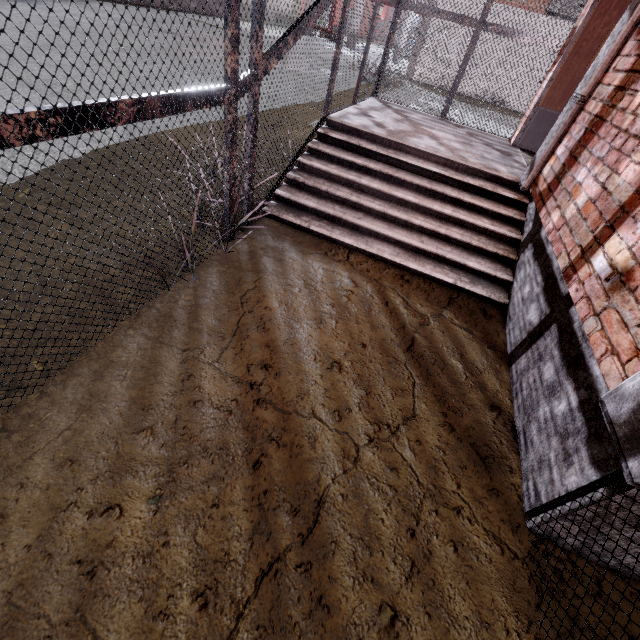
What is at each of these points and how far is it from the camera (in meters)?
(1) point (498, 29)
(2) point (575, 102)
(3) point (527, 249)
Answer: (1) cage, 5.59
(2) trim, 3.50
(3) foundation, 3.57

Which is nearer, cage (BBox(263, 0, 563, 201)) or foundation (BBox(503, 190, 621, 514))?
foundation (BBox(503, 190, 621, 514))

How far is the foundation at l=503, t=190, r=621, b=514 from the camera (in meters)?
1.74

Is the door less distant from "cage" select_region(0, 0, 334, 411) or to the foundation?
"cage" select_region(0, 0, 334, 411)

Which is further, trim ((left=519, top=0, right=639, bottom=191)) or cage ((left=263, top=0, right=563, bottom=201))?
cage ((left=263, top=0, right=563, bottom=201))

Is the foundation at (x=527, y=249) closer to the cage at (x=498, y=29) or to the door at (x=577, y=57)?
the cage at (x=498, y=29)

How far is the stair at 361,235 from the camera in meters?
3.7 m
